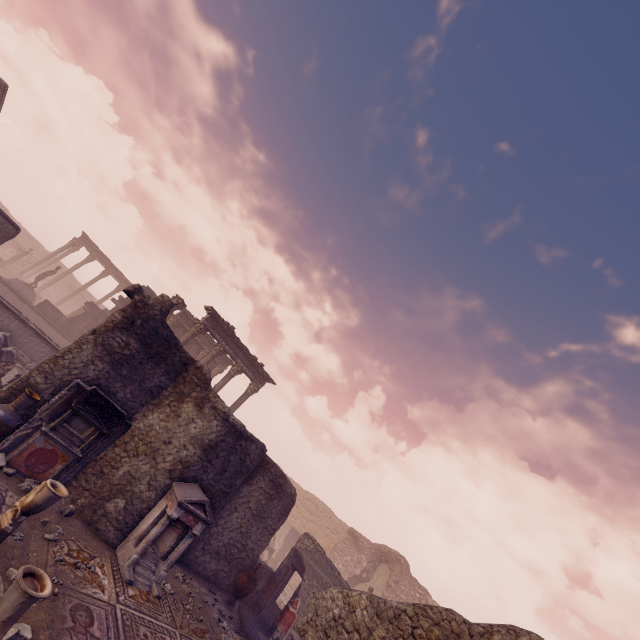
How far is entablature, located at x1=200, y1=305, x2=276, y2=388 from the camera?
18.5 meters

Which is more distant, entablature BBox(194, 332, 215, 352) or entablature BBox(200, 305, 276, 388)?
entablature BBox(194, 332, 215, 352)

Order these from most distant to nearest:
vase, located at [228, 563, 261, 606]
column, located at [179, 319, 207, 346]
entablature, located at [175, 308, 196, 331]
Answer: entablature, located at [175, 308, 196, 331] < column, located at [179, 319, 207, 346] < vase, located at [228, 563, 261, 606]

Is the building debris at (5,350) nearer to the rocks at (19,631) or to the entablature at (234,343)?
the entablature at (234,343)

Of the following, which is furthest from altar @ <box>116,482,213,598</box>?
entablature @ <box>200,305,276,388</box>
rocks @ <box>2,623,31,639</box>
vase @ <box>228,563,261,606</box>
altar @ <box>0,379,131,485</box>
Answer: entablature @ <box>200,305,276,388</box>

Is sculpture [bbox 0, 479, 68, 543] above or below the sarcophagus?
above

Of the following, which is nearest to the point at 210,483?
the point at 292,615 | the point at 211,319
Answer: the point at 292,615

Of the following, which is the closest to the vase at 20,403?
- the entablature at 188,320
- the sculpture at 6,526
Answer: the sculpture at 6,526
